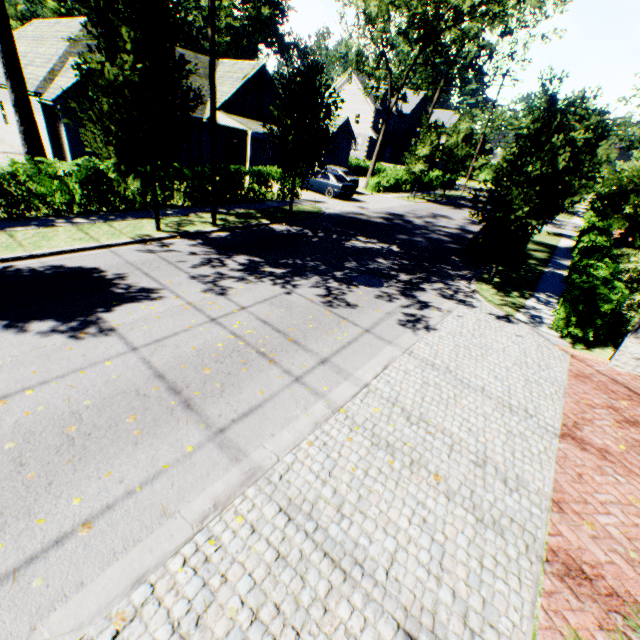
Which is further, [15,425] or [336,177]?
[336,177]

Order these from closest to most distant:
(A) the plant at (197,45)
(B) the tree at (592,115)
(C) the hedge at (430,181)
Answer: (B) the tree at (592,115), (C) the hedge at (430,181), (A) the plant at (197,45)

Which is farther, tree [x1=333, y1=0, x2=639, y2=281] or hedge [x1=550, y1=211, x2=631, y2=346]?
tree [x1=333, y1=0, x2=639, y2=281]

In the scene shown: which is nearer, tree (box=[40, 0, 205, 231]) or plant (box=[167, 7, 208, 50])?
tree (box=[40, 0, 205, 231])

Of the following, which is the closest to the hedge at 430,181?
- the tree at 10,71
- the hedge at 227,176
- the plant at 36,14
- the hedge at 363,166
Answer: the tree at 10,71

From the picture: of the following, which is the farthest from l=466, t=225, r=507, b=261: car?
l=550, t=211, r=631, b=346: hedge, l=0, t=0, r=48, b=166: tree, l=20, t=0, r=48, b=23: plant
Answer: l=20, t=0, r=48, b=23: plant

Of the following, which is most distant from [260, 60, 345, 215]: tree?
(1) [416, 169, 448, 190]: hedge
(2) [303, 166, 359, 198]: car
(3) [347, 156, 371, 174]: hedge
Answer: (2) [303, 166, 359, 198]: car

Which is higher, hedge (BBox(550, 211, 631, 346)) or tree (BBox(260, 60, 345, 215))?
tree (BBox(260, 60, 345, 215))
